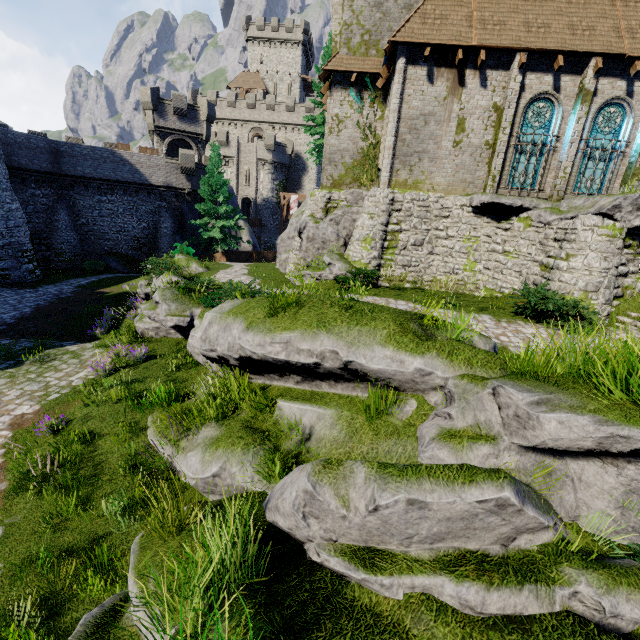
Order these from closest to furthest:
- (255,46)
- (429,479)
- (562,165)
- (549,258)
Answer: (429,479) → (549,258) → (562,165) → (255,46)

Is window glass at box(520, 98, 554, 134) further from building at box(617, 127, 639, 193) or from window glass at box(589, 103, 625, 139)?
window glass at box(589, 103, 625, 139)

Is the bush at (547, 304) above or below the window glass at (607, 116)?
below

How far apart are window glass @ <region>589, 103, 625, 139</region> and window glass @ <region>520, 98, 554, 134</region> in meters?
1.5 m

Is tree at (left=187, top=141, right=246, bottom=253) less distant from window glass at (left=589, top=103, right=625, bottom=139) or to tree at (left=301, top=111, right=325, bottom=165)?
tree at (left=301, top=111, right=325, bottom=165)

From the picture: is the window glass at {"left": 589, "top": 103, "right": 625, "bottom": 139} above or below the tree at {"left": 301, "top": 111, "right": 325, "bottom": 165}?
below

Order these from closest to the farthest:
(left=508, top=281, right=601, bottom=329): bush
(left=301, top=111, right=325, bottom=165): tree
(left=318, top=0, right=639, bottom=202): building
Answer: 1. (left=508, top=281, right=601, bottom=329): bush
2. (left=318, top=0, right=639, bottom=202): building
3. (left=301, top=111, right=325, bottom=165): tree

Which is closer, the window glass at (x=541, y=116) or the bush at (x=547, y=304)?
the bush at (x=547, y=304)
